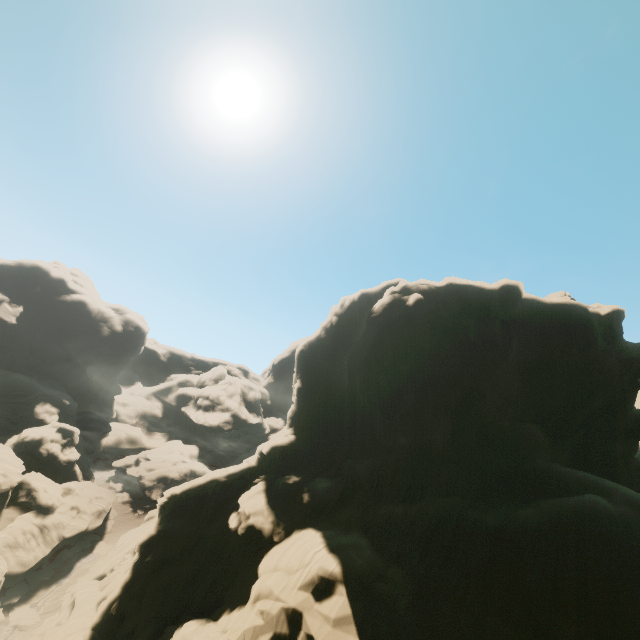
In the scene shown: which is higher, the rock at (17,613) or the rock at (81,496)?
the rock at (81,496)

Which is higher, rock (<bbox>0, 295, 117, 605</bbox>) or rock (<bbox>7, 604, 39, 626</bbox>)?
rock (<bbox>0, 295, 117, 605</bbox>)

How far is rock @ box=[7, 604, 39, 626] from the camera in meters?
31.3 m

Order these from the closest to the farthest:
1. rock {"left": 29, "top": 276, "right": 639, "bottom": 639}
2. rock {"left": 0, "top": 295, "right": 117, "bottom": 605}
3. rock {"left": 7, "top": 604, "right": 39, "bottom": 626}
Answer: rock {"left": 29, "top": 276, "right": 639, "bottom": 639}
rock {"left": 7, "top": 604, "right": 39, "bottom": 626}
rock {"left": 0, "top": 295, "right": 117, "bottom": 605}

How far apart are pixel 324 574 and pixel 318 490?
7.0m

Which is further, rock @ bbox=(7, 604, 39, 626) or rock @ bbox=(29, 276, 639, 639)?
rock @ bbox=(7, 604, 39, 626)

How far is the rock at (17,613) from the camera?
31.3m
